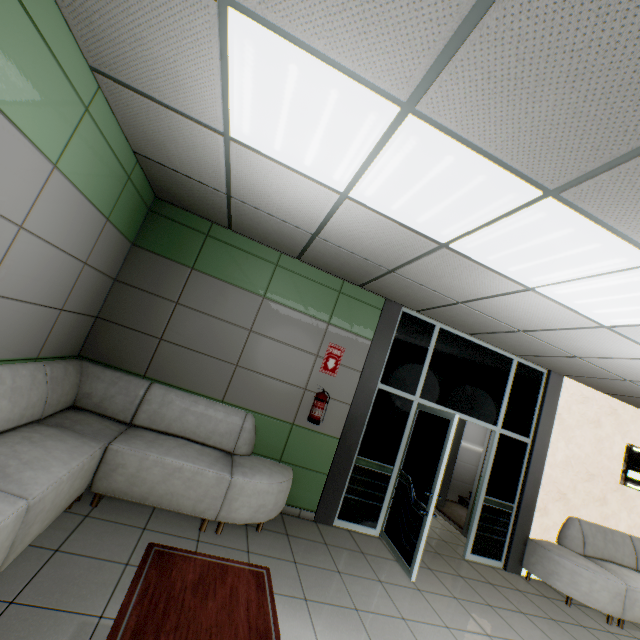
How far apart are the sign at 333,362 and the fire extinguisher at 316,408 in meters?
0.3

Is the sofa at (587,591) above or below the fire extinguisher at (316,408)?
below

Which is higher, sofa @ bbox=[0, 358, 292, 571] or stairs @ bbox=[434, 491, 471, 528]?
sofa @ bbox=[0, 358, 292, 571]

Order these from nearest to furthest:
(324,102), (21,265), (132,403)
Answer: (324,102)
(21,265)
(132,403)

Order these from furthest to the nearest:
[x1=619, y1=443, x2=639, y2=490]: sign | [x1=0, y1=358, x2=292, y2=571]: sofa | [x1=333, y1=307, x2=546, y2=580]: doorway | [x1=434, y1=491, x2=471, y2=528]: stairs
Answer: [x1=434, y1=491, x2=471, y2=528]: stairs
[x1=619, y1=443, x2=639, y2=490]: sign
[x1=333, y1=307, x2=546, y2=580]: doorway
[x1=0, y1=358, x2=292, y2=571]: sofa

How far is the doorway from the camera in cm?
417

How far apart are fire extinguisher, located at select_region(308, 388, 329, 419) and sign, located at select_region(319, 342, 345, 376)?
0.3m

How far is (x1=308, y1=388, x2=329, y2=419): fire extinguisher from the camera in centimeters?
431cm
